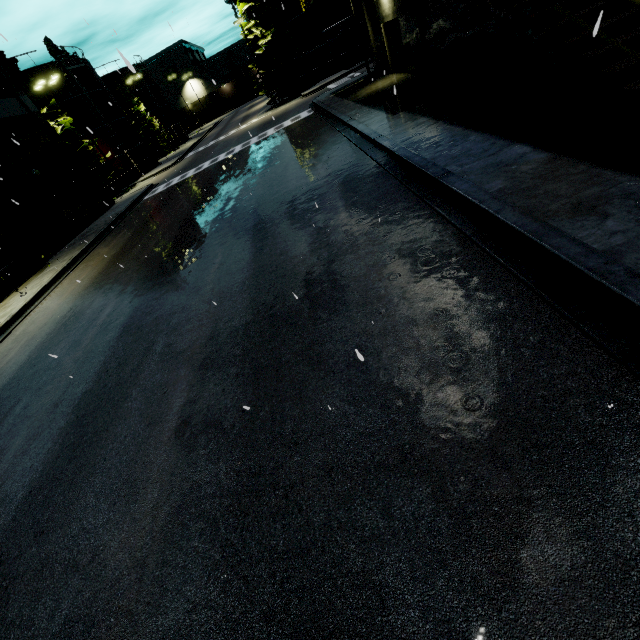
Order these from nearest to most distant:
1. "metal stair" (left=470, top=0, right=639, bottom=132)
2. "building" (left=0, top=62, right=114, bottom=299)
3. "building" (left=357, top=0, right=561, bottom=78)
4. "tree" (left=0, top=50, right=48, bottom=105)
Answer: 1. "metal stair" (left=470, top=0, right=639, bottom=132)
2. "building" (left=357, top=0, right=561, bottom=78)
3. "building" (left=0, top=62, right=114, bottom=299)
4. "tree" (left=0, top=50, right=48, bottom=105)

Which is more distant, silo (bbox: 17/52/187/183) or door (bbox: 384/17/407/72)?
silo (bbox: 17/52/187/183)

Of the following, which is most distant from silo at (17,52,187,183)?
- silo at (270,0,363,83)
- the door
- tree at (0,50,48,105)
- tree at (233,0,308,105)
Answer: the door

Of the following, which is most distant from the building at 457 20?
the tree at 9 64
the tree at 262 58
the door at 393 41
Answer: the tree at 262 58

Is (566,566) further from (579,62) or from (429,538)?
(579,62)

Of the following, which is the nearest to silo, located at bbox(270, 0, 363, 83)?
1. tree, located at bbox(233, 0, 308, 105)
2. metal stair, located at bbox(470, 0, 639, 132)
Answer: tree, located at bbox(233, 0, 308, 105)

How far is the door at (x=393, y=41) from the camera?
16.70m

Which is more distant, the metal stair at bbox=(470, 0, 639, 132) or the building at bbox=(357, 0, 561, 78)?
the building at bbox=(357, 0, 561, 78)
